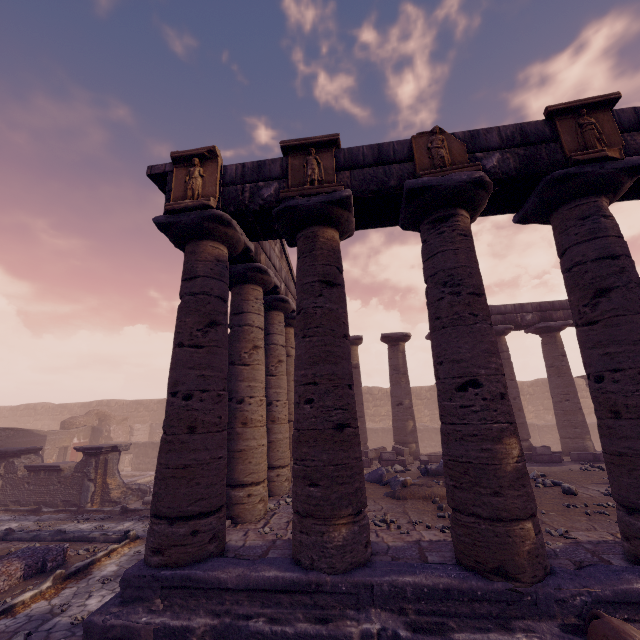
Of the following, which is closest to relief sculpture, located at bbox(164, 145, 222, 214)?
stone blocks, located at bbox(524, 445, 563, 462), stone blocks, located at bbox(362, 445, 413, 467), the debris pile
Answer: the debris pile

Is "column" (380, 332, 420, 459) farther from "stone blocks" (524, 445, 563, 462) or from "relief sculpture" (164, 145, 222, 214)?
"relief sculpture" (164, 145, 222, 214)

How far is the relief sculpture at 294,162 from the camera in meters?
5.4 m

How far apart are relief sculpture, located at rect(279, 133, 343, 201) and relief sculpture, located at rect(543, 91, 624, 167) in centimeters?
334cm

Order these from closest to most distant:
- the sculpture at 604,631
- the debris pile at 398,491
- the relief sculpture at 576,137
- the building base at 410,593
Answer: the sculpture at 604,631, the building base at 410,593, the relief sculpture at 576,137, the debris pile at 398,491

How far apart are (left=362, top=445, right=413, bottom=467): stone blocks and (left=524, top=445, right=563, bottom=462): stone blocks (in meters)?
4.29

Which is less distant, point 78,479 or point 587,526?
point 587,526

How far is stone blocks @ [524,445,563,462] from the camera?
11.57m
